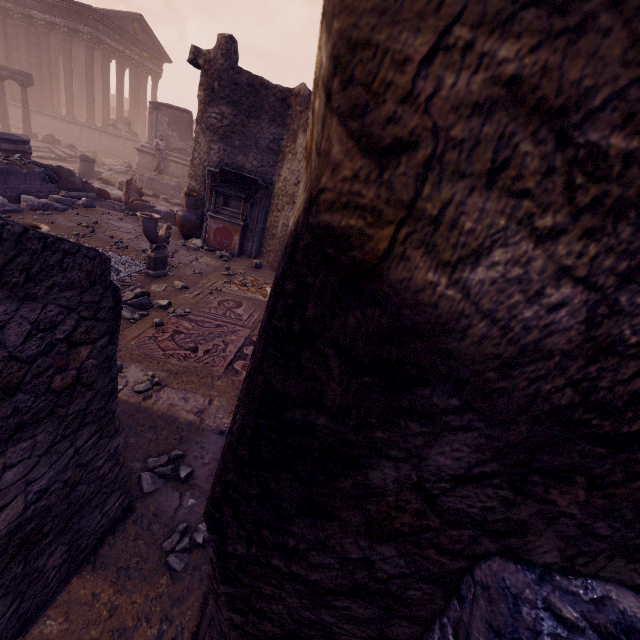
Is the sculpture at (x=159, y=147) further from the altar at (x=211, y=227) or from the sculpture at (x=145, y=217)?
the sculpture at (x=145, y=217)

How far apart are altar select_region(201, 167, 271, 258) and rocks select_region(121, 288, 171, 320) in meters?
3.8 m

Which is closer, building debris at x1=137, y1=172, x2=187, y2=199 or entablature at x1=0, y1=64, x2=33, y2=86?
building debris at x1=137, y1=172, x2=187, y2=199

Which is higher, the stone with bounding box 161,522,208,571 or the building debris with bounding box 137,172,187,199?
the building debris with bounding box 137,172,187,199

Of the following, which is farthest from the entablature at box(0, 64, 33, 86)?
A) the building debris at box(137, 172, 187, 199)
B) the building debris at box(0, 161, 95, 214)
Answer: the building debris at box(0, 161, 95, 214)

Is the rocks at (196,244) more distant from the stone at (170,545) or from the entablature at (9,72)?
the entablature at (9,72)

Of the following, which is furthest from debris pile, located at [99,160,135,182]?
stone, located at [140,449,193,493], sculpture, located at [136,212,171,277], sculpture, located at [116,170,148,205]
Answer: stone, located at [140,449,193,493]

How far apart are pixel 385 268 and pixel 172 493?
3.1 meters
